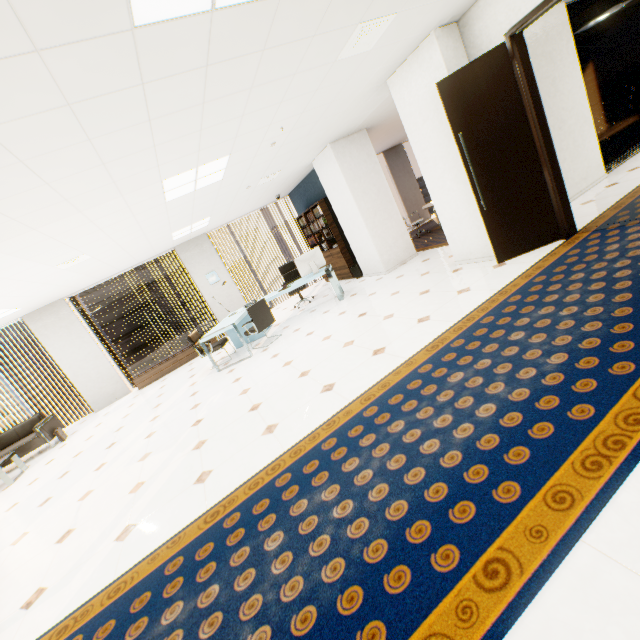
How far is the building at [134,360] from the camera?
56.5 meters

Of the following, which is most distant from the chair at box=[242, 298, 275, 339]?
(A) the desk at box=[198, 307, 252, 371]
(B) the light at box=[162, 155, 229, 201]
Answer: (B) the light at box=[162, 155, 229, 201]

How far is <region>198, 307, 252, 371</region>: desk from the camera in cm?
620

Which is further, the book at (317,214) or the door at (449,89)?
the book at (317,214)

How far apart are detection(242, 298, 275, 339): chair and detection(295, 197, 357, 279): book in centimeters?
290cm

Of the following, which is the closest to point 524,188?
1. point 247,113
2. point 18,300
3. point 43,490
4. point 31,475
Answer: point 247,113

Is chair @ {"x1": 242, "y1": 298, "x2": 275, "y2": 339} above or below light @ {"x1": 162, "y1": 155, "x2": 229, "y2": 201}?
below

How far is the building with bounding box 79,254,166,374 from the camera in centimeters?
5647cm
